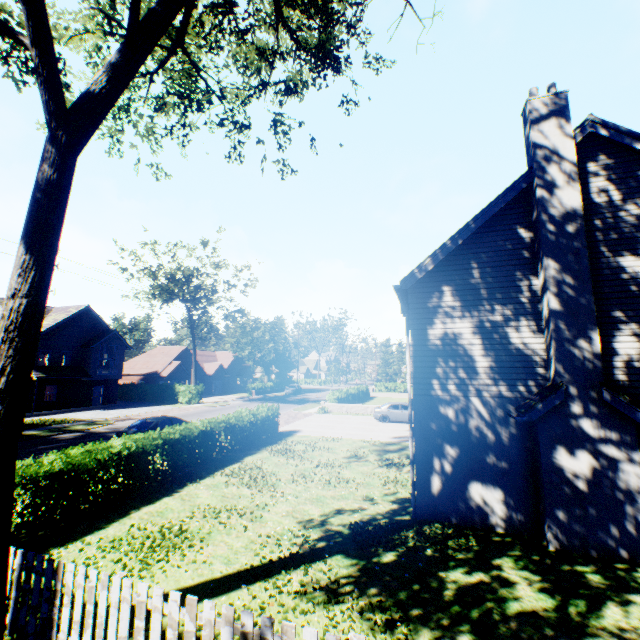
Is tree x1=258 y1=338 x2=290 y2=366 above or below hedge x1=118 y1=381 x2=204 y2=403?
above

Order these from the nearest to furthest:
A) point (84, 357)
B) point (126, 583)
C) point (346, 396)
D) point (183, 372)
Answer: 1. point (126, 583)
2. point (84, 357)
3. point (346, 396)
4. point (183, 372)

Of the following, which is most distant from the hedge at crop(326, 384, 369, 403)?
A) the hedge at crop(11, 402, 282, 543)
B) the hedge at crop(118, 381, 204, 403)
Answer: the hedge at crop(11, 402, 282, 543)

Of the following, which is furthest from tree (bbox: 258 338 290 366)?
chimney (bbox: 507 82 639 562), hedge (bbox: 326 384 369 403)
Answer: hedge (bbox: 326 384 369 403)

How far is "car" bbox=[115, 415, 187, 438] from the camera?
16.00m

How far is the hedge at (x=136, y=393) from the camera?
38.9m

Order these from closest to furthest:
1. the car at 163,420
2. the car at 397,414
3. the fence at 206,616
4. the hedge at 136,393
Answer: the fence at 206,616
the car at 163,420
the car at 397,414
the hedge at 136,393

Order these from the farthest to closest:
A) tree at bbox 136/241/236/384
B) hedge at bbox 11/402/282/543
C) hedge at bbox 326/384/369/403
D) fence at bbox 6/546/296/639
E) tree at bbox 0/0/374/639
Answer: tree at bbox 136/241/236/384 → hedge at bbox 326/384/369/403 → hedge at bbox 11/402/282/543 → tree at bbox 0/0/374/639 → fence at bbox 6/546/296/639
